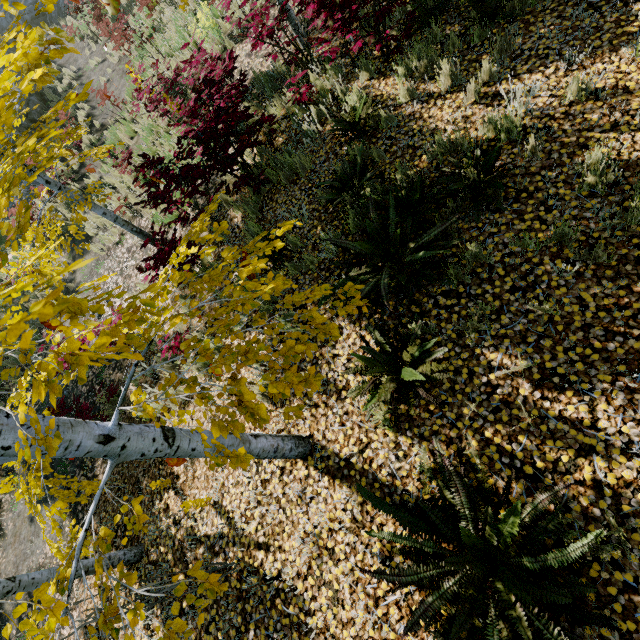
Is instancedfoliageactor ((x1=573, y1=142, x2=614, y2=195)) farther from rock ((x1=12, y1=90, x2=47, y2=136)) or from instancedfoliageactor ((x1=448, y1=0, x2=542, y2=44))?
rock ((x1=12, y1=90, x2=47, y2=136))

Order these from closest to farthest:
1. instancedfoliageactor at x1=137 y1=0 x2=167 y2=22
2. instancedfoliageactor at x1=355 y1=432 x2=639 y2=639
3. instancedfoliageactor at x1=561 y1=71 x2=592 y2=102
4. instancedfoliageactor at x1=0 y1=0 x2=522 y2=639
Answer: instancedfoliageactor at x1=0 y1=0 x2=522 y2=639 < instancedfoliageactor at x1=355 y1=432 x2=639 y2=639 < instancedfoliageactor at x1=561 y1=71 x2=592 y2=102 < instancedfoliageactor at x1=137 y1=0 x2=167 y2=22

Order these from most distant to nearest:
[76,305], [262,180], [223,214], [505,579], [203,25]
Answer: [203,25]
[223,214]
[262,180]
[505,579]
[76,305]

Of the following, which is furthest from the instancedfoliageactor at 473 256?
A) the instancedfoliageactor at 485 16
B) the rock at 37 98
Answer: the rock at 37 98

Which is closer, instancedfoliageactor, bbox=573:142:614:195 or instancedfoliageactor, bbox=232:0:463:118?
instancedfoliageactor, bbox=573:142:614:195

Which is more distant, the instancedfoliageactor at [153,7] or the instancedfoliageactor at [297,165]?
the instancedfoliageactor at [153,7]
